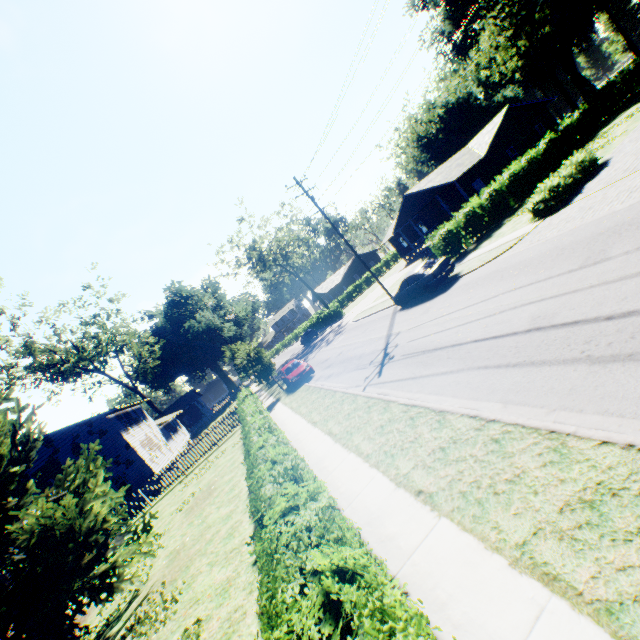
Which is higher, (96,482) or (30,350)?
(30,350)

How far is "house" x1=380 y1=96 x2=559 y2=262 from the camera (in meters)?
29.55

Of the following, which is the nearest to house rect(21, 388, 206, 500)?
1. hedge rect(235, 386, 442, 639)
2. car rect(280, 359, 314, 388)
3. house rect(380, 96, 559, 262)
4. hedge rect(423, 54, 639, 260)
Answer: hedge rect(235, 386, 442, 639)

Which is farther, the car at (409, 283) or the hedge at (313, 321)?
the hedge at (313, 321)

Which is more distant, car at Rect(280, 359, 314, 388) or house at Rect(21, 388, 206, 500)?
house at Rect(21, 388, 206, 500)

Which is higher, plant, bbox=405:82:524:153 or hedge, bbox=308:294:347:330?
plant, bbox=405:82:524:153

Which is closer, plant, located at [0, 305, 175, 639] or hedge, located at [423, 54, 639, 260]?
plant, located at [0, 305, 175, 639]

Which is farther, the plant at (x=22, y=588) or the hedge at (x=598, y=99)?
the hedge at (x=598, y=99)
